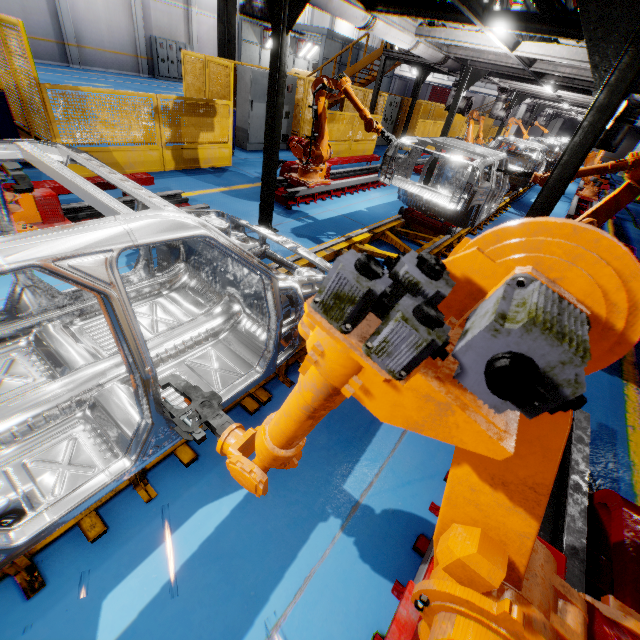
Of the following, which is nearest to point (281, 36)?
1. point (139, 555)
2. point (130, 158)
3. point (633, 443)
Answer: point (130, 158)

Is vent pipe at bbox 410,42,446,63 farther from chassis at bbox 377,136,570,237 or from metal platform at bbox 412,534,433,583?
metal platform at bbox 412,534,433,583

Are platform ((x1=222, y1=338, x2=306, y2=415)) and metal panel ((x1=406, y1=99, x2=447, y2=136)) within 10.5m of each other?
yes

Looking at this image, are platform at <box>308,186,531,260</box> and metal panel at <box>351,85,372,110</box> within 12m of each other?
yes

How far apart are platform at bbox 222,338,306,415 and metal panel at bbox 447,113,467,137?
4.6m

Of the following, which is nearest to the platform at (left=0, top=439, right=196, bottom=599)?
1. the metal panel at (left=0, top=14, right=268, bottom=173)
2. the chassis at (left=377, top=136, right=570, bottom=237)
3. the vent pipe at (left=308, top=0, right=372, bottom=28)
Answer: the chassis at (left=377, top=136, right=570, bottom=237)

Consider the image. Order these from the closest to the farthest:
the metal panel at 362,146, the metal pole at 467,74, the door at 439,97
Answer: the metal pole at 467,74, the metal panel at 362,146, the door at 439,97

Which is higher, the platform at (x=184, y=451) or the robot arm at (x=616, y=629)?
the robot arm at (x=616, y=629)
